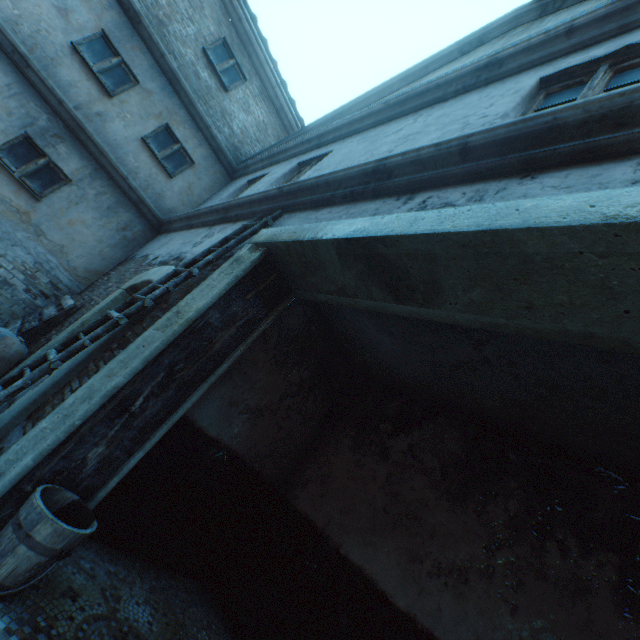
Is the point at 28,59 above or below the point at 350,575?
above

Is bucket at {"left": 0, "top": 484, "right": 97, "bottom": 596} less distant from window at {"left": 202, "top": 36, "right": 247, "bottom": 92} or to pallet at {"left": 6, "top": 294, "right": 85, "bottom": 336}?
pallet at {"left": 6, "top": 294, "right": 85, "bottom": 336}

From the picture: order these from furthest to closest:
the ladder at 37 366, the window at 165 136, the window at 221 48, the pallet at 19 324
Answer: the window at 221 48 → the window at 165 136 → the pallet at 19 324 → the ladder at 37 366

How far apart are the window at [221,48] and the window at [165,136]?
1.87m

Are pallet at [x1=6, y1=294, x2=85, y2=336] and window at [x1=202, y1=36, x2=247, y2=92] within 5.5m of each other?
no

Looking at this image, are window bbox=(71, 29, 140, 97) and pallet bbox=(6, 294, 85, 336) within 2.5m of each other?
no

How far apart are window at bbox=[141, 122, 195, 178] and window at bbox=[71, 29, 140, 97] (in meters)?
0.81

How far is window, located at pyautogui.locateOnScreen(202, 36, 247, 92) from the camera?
8.1m
